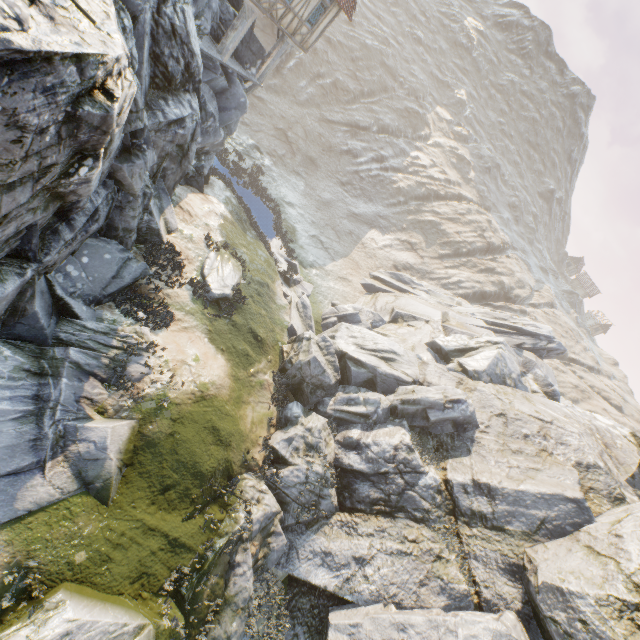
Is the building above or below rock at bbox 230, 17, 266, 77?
above

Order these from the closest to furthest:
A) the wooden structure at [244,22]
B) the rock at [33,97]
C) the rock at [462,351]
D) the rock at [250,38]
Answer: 1. the rock at [33,97]
2. the rock at [462,351]
3. the wooden structure at [244,22]
4. the rock at [250,38]

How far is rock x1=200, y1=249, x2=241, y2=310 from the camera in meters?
15.4 m

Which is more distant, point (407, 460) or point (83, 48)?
point (407, 460)

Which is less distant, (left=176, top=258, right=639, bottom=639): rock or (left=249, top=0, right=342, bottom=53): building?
(left=176, top=258, right=639, bottom=639): rock

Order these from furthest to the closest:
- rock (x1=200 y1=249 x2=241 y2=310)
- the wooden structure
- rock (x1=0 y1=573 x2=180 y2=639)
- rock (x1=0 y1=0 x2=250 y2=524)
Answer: the wooden structure → rock (x1=200 y1=249 x2=241 y2=310) → rock (x1=0 y1=573 x2=180 y2=639) → rock (x1=0 y1=0 x2=250 y2=524)

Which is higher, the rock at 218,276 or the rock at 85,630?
the rock at 85,630
